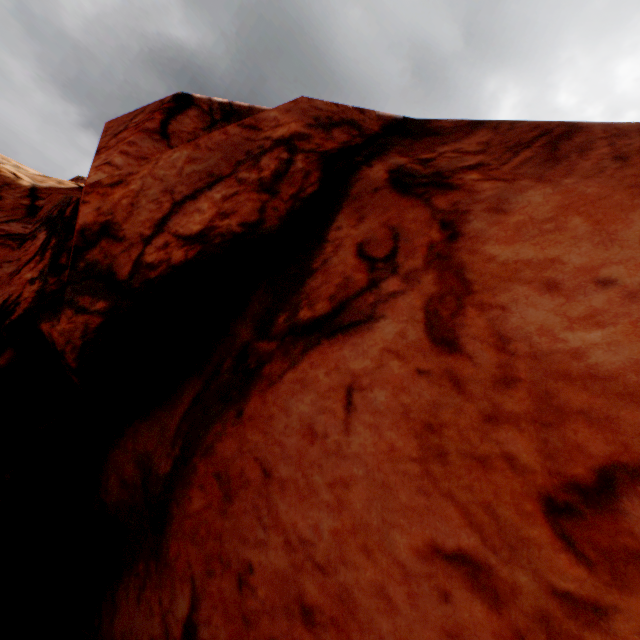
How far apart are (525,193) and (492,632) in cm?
386
